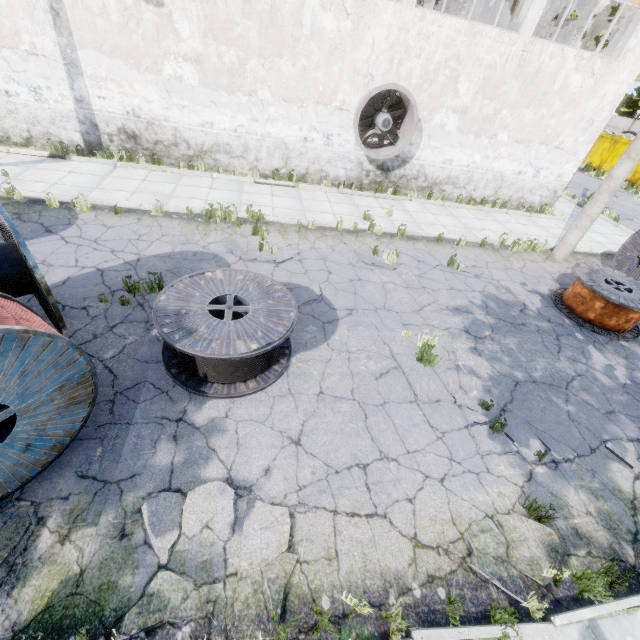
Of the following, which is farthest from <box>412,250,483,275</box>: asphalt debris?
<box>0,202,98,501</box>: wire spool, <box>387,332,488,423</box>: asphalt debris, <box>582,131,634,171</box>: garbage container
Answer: <box>582,131,634,171</box>: garbage container

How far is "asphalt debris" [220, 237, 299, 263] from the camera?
7.56m

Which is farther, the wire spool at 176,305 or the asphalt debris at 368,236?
the asphalt debris at 368,236

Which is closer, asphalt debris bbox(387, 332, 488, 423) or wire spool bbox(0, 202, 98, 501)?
wire spool bbox(0, 202, 98, 501)

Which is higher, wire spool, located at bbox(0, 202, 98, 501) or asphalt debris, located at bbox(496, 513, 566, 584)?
wire spool, located at bbox(0, 202, 98, 501)

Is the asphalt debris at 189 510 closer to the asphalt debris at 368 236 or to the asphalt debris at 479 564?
the asphalt debris at 479 564

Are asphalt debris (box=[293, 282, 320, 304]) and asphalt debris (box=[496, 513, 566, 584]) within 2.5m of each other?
no

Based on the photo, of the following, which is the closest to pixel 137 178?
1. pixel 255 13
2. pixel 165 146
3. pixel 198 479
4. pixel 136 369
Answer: pixel 165 146
